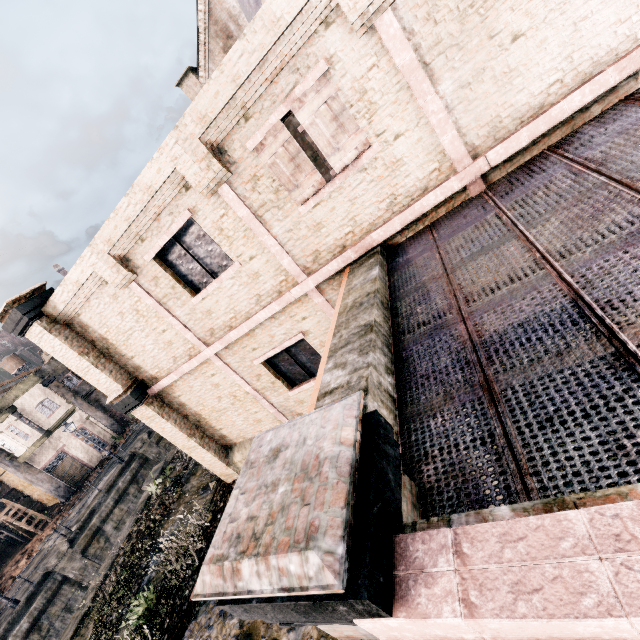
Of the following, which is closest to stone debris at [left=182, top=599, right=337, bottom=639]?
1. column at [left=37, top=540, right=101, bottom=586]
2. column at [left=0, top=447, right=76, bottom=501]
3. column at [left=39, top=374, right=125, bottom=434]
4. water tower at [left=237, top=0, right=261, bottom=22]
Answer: water tower at [left=237, top=0, right=261, bottom=22]

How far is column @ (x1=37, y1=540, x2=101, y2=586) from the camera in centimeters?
2084cm

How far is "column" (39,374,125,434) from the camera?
33.02m

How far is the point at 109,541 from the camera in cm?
2377

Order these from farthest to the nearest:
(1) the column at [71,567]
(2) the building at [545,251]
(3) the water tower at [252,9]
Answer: (1) the column at [71,567]
(3) the water tower at [252,9]
(2) the building at [545,251]

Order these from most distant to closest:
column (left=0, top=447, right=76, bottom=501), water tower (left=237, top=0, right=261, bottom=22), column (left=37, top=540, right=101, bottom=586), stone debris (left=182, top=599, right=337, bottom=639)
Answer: column (left=0, top=447, right=76, bottom=501)
column (left=37, top=540, right=101, bottom=586)
water tower (left=237, top=0, right=261, bottom=22)
stone debris (left=182, top=599, right=337, bottom=639)

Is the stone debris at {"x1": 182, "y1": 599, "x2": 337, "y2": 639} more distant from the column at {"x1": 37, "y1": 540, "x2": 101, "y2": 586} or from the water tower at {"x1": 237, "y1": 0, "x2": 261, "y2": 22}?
the column at {"x1": 37, "y1": 540, "x2": 101, "y2": 586}

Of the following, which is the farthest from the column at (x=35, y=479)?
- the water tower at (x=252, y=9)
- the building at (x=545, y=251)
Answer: the water tower at (x=252, y=9)
